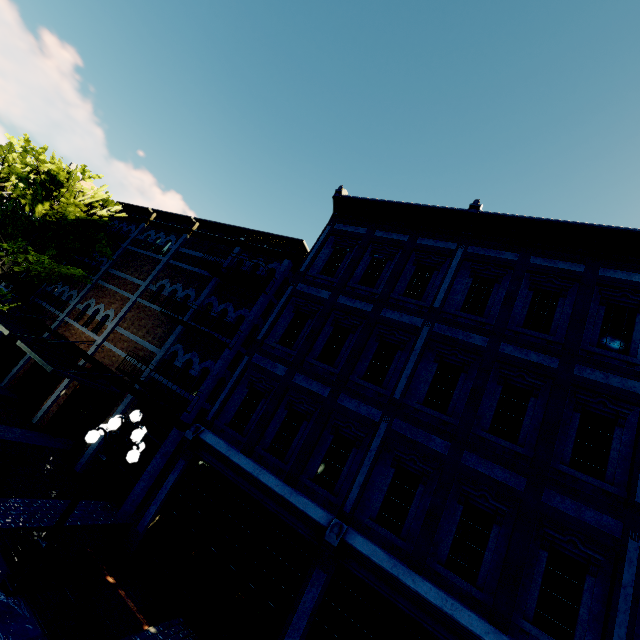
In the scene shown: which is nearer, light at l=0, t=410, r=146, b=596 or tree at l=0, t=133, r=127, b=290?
light at l=0, t=410, r=146, b=596

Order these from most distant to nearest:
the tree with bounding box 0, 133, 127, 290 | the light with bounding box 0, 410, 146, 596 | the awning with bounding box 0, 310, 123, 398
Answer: the tree with bounding box 0, 133, 127, 290 < the awning with bounding box 0, 310, 123, 398 < the light with bounding box 0, 410, 146, 596

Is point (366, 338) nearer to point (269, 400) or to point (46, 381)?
point (269, 400)

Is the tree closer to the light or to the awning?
the awning

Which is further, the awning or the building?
the awning

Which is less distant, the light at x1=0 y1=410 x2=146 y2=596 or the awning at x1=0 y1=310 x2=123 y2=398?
the light at x1=0 y1=410 x2=146 y2=596

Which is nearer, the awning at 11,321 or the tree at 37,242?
the awning at 11,321

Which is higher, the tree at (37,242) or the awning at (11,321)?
the tree at (37,242)
